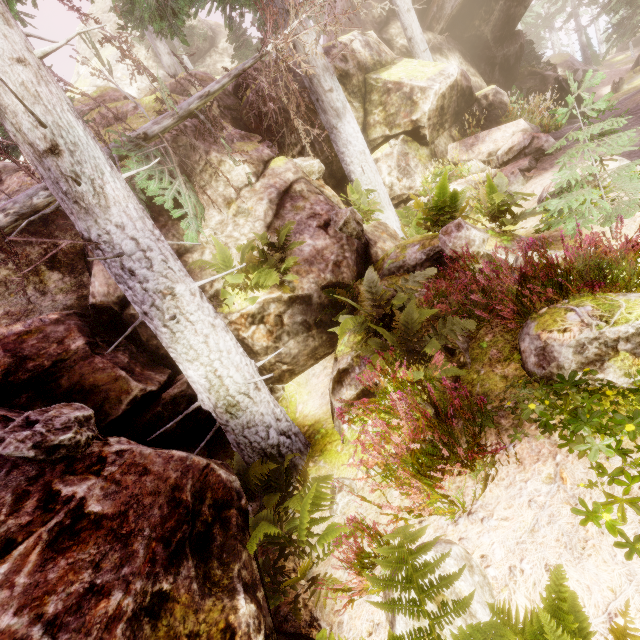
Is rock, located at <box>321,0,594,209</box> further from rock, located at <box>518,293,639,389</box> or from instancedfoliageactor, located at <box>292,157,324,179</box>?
rock, located at <box>518,293,639,389</box>

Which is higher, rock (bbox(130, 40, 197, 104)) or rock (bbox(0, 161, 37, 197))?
rock (bbox(130, 40, 197, 104))

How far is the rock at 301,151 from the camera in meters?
11.1

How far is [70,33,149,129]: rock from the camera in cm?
943

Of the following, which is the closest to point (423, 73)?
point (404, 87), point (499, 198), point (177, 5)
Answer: point (404, 87)

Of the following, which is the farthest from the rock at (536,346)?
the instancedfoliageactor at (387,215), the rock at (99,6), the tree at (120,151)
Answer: the tree at (120,151)

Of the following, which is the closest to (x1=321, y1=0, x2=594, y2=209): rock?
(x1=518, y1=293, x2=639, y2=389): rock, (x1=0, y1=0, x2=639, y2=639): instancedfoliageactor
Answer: (x1=0, y1=0, x2=639, y2=639): instancedfoliageactor
